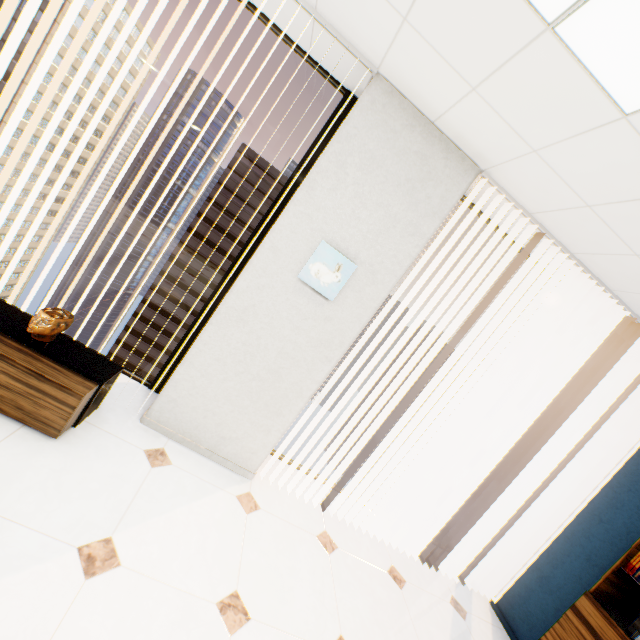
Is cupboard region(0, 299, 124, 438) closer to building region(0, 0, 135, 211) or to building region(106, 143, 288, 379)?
building region(106, 143, 288, 379)

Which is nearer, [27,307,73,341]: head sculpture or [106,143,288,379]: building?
[27,307,73,341]: head sculpture

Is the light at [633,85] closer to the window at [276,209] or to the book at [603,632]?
the window at [276,209]

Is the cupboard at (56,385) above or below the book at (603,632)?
below

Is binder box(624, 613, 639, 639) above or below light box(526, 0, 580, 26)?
below

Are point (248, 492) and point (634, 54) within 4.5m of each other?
yes

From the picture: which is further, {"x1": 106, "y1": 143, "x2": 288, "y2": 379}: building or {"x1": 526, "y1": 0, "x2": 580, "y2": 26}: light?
{"x1": 106, "y1": 143, "x2": 288, "y2": 379}: building

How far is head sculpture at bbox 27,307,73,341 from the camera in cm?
192
